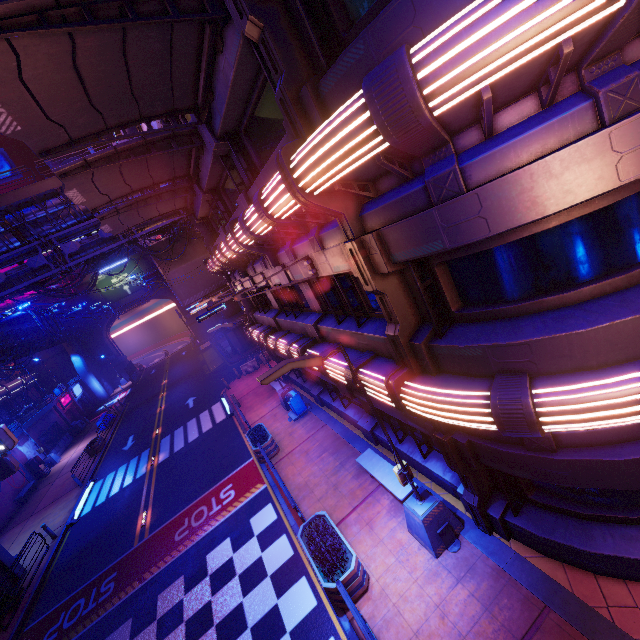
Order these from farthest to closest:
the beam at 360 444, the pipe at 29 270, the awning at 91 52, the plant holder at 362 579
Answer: the pipe at 29 270 → the beam at 360 444 → the plant holder at 362 579 → the awning at 91 52

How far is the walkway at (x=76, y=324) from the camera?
37.42m

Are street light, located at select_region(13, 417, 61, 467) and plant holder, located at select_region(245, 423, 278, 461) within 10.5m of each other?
no

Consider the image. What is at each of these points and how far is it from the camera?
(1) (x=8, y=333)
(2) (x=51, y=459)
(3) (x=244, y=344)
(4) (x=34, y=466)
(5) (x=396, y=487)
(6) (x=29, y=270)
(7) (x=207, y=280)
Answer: (1) walkway, 26.4 meters
(2) street light, 30.6 meters
(3) pillar, 35.7 meters
(4) atm, 28.3 meters
(5) bench, 9.2 meters
(6) pipe, 23.1 meters
(7) walkway, 33.0 meters

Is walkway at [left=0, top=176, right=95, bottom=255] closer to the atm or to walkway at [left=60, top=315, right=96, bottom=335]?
walkway at [left=60, top=315, right=96, bottom=335]

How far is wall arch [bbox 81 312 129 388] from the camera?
54.34m

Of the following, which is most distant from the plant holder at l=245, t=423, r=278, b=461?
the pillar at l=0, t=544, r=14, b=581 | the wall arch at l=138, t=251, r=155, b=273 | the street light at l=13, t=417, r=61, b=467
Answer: the wall arch at l=138, t=251, r=155, b=273

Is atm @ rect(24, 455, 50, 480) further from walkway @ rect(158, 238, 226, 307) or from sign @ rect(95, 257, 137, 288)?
sign @ rect(95, 257, 137, 288)
